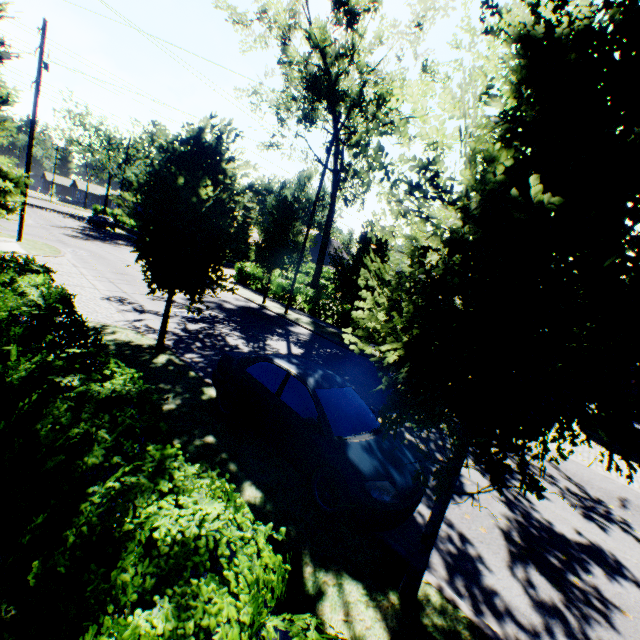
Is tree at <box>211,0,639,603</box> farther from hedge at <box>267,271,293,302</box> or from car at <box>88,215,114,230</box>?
car at <box>88,215,114,230</box>

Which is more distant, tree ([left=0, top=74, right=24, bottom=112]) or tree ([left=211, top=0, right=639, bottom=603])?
tree ([left=0, top=74, right=24, bottom=112])

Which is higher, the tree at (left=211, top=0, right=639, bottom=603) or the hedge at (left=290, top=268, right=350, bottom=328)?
the tree at (left=211, top=0, right=639, bottom=603)

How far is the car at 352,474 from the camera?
4.77m

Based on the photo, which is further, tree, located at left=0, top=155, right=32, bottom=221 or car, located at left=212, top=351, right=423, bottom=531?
tree, located at left=0, top=155, right=32, bottom=221

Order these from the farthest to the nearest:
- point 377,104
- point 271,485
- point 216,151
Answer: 1. point 377,104
2. point 216,151
3. point 271,485

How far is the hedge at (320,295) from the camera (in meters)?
20.66

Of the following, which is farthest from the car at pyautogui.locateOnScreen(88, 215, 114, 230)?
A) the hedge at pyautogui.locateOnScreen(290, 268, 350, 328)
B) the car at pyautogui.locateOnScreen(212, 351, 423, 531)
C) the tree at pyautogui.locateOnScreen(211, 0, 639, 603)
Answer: the car at pyautogui.locateOnScreen(212, 351, 423, 531)
